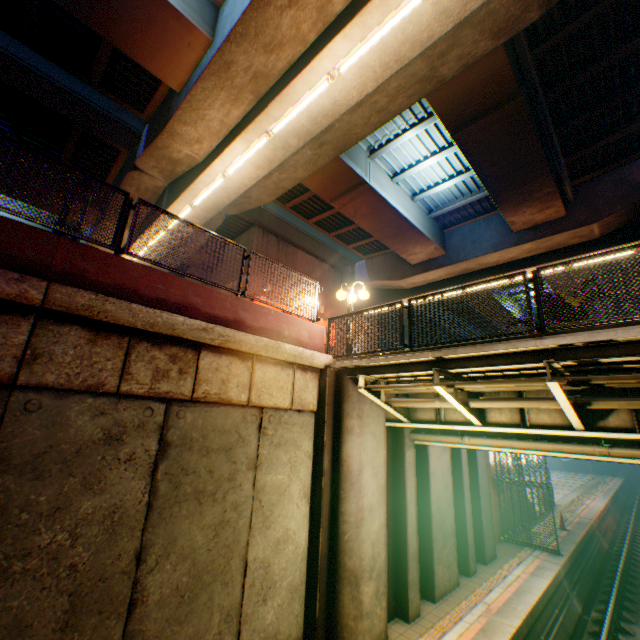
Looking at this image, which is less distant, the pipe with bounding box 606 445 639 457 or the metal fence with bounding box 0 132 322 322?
the metal fence with bounding box 0 132 322 322

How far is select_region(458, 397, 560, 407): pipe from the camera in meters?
6.0 m

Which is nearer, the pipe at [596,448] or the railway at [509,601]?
the pipe at [596,448]

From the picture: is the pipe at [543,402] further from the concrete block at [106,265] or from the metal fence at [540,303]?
the concrete block at [106,265]

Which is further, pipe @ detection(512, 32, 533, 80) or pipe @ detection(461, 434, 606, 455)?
pipe @ detection(512, 32, 533, 80)

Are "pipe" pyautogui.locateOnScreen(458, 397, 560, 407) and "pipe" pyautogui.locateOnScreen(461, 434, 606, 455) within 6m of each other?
yes

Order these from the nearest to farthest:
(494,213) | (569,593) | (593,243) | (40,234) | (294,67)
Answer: (40,234) < (294,67) < (569,593) < (593,243) < (494,213)

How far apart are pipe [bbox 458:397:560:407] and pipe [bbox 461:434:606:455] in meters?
1.5
